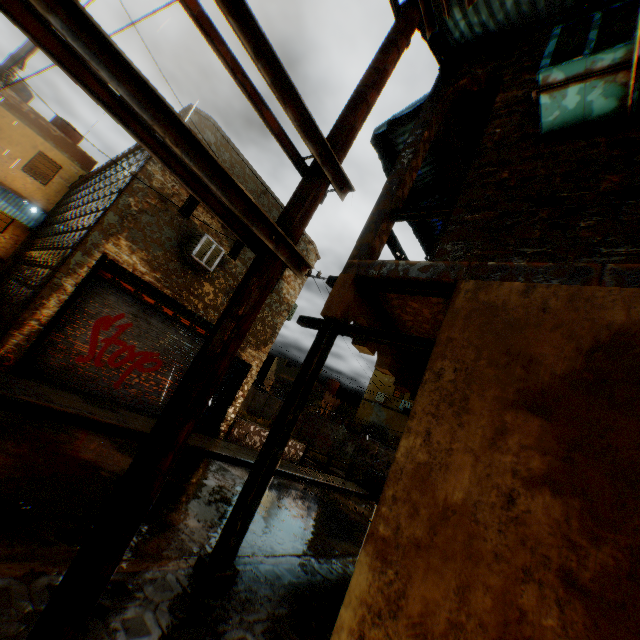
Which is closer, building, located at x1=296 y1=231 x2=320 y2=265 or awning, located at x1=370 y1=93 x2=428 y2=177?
awning, located at x1=370 y1=93 x2=428 y2=177

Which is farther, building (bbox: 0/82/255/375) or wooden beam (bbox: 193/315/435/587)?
building (bbox: 0/82/255/375)

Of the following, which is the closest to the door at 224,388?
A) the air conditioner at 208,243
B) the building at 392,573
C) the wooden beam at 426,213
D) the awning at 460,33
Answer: the building at 392,573

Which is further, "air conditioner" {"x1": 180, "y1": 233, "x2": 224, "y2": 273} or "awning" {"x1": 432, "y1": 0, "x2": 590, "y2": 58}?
"air conditioner" {"x1": 180, "y1": 233, "x2": 224, "y2": 273}

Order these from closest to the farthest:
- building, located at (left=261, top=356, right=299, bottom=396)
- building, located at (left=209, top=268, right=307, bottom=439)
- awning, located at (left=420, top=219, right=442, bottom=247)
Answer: awning, located at (left=420, top=219, right=442, bottom=247), building, located at (left=209, top=268, right=307, bottom=439), building, located at (left=261, top=356, right=299, bottom=396)

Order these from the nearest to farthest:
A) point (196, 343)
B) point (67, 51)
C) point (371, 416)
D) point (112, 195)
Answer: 1. point (67, 51)
2. point (112, 195)
3. point (196, 343)
4. point (371, 416)

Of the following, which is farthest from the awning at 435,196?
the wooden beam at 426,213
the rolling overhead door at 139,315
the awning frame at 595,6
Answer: the wooden beam at 426,213

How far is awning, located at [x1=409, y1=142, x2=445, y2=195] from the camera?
7.1m
